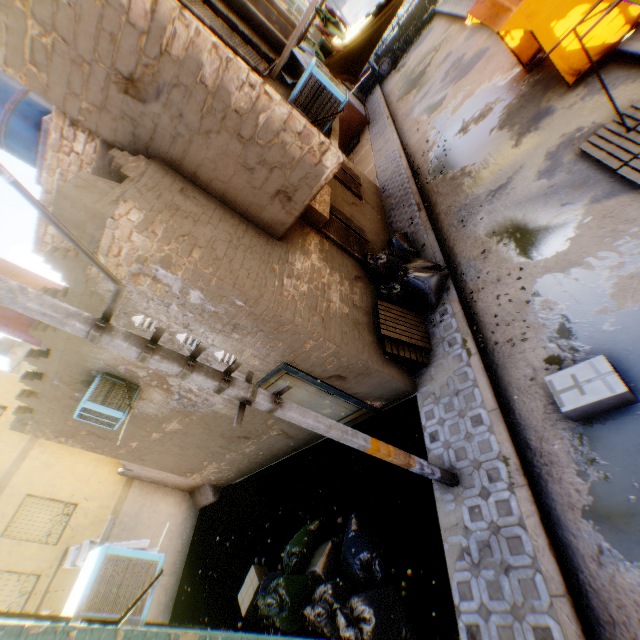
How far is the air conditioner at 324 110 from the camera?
5.3m

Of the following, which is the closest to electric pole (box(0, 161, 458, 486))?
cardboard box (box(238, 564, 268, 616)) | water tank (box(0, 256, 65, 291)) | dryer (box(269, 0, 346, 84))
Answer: water tank (box(0, 256, 65, 291))

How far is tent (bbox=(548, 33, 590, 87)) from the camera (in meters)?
6.70

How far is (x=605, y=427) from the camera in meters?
4.0

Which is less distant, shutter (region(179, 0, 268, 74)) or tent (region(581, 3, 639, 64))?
shutter (region(179, 0, 268, 74))

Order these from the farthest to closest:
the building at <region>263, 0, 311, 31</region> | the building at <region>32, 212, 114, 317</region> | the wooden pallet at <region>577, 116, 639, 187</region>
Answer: the building at <region>263, 0, 311, 31</region> → the wooden pallet at <region>577, 116, 639, 187</region> → the building at <region>32, 212, 114, 317</region>

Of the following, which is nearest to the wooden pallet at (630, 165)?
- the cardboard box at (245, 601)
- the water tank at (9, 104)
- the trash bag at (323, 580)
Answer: the trash bag at (323, 580)

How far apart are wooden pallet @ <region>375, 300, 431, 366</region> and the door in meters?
1.3
